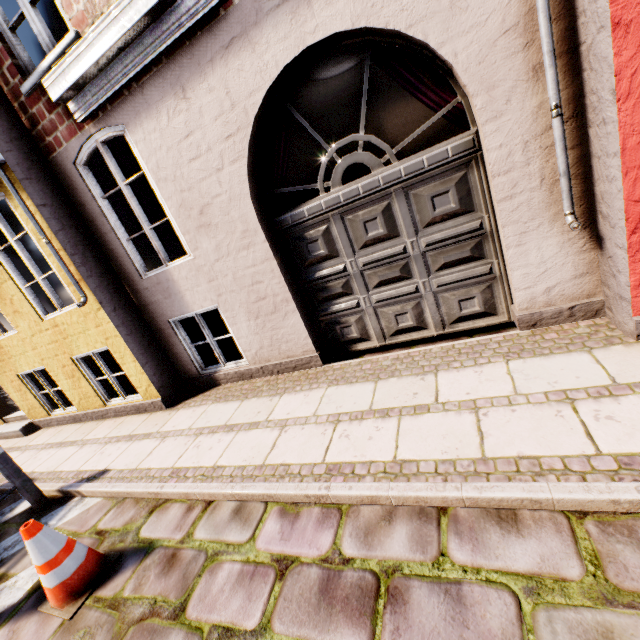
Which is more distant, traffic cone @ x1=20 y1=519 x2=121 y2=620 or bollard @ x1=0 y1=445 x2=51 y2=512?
bollard @ x1=0 y1=445 x2=51 y2=512

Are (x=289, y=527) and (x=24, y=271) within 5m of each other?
no

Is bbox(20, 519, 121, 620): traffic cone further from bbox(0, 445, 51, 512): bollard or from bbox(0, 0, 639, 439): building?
bbox(0, 0, 639, 439): building

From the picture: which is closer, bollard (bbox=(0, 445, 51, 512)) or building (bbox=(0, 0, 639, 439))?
building (bbox=(0, 0, 639, 439))

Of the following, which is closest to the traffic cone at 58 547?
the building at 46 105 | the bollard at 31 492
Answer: the bollard at 31 492

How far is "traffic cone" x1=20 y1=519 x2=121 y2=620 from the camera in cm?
259

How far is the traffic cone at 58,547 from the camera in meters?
2.6
